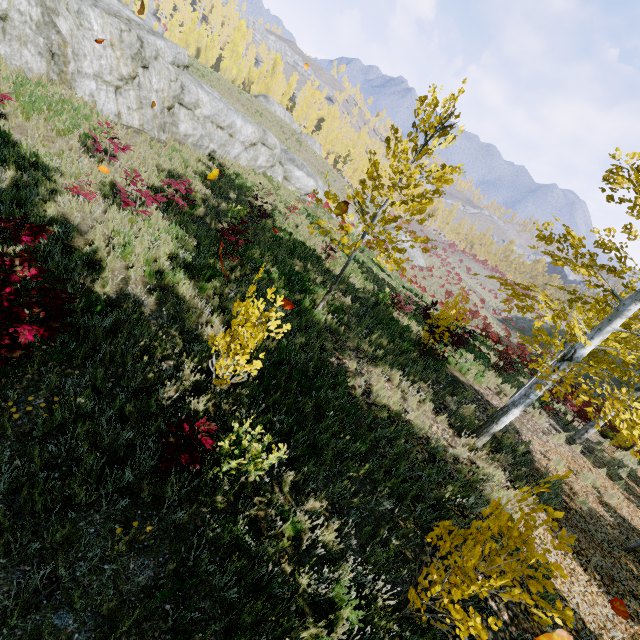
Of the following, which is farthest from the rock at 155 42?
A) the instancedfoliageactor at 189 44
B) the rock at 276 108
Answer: the rock at 276 108

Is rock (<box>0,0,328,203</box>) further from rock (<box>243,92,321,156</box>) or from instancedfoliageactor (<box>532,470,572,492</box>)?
rock (<box>243,92,321,156</box>)

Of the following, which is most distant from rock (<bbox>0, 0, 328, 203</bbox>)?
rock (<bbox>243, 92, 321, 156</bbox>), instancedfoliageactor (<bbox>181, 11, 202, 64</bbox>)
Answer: rock (<bbox>243, 92, 321, 156</bbox>)

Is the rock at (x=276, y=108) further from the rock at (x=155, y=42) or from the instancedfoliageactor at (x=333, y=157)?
the rock at (x=155, y=42)

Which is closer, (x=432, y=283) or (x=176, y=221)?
(x=176, y=221)

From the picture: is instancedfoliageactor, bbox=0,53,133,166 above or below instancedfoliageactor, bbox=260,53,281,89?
below

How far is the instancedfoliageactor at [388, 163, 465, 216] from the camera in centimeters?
693cm

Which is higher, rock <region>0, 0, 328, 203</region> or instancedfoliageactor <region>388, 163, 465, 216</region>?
instancedfoliageactor <region>388, 163, 465, 216</region>
